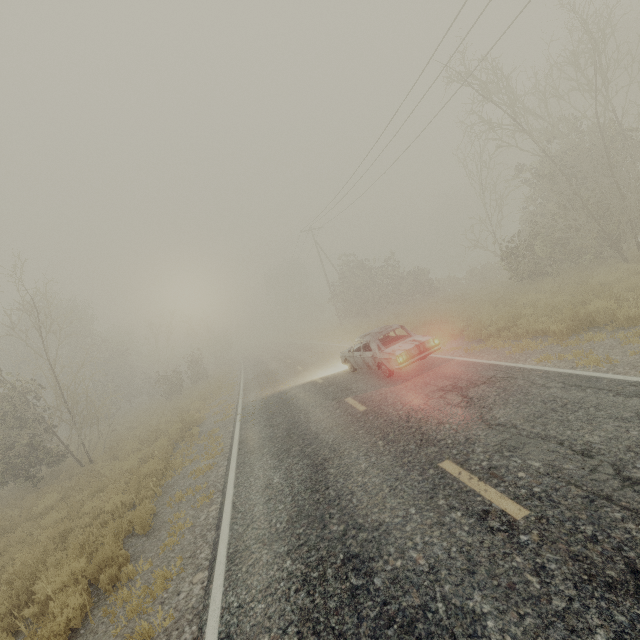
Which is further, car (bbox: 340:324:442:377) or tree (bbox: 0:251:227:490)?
tree (bbox: 0:251:227:490)

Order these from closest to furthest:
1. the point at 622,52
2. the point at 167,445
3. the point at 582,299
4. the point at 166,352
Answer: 1. the point at 582,299
2. the point at 167,445
3. the point at 622,52
4. the point at 166,352

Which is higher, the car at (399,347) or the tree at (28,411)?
the tree at (28,411)

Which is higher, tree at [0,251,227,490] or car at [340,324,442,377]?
tree at [0,251,227,490]

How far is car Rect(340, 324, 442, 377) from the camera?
9.5m

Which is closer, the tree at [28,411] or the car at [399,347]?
the car at [399,347]
